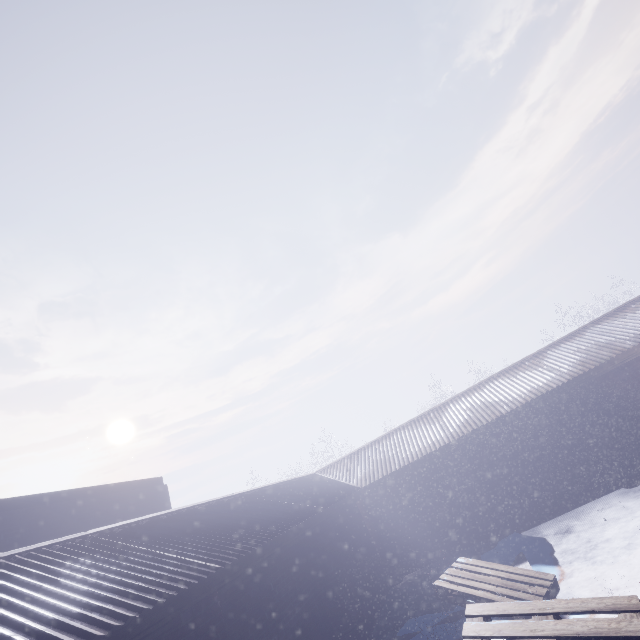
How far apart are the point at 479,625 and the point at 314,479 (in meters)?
7.11

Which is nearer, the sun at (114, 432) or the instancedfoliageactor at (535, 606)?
the instancedfoliageactor at (535, 606)

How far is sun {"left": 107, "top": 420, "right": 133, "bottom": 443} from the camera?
57.5 meters

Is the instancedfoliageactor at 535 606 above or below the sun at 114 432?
below

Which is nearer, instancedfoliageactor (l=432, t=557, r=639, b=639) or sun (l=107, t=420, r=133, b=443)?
instancedfoliageactor (l=432, t=557, r=639, b=639)

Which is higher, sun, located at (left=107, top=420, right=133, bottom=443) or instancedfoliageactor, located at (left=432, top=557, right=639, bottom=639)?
sun, located at (left=107, top=420, right=133, bottom=443)
